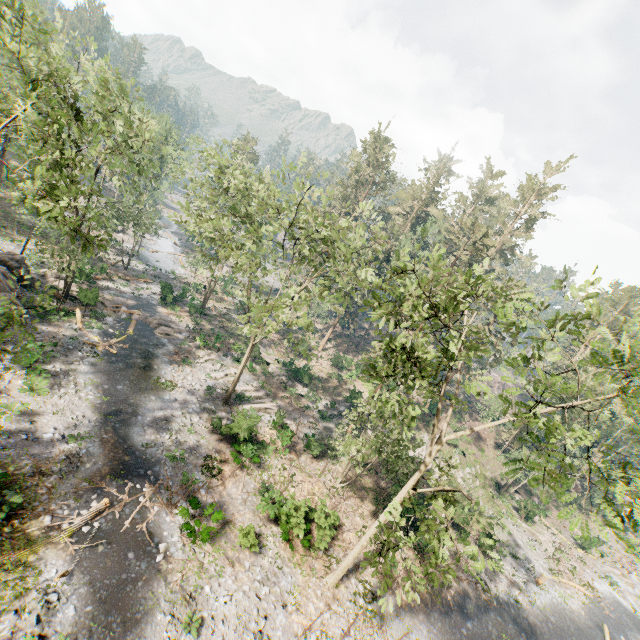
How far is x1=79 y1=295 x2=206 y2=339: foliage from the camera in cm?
3064

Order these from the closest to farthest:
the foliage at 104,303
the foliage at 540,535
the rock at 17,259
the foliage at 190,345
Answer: the rock at 17,259, the foliage at 104,303, the foliage at 190,345, the foliage at 540,535

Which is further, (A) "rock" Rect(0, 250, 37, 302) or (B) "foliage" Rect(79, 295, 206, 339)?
(B) "foliage" Rect(79, 295, 206, 339)

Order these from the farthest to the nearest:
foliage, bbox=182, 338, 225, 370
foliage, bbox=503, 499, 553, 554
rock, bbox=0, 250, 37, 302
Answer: foliage, bbox=503, 499, 553, 554 → foliage, bbox=182, 338, 225, 370 → rock, bbox=0, 250, 37, 302

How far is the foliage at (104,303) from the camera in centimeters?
3064cm

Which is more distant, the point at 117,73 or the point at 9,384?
the point at 117,73

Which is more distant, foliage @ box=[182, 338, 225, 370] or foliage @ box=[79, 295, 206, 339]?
foliage @ box=[182, 338, 225, 370]
